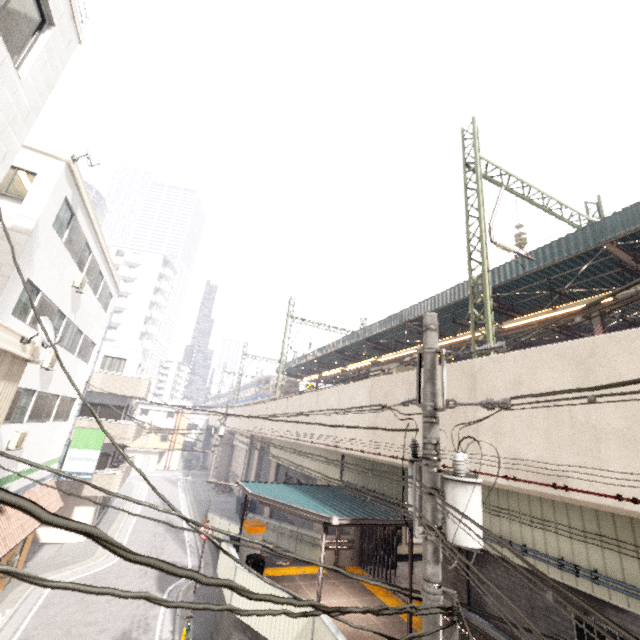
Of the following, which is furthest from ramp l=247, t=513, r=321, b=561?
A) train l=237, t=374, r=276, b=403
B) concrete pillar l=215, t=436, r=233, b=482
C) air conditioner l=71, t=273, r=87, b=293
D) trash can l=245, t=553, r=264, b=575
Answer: concrete pillar l=215, t=436, r=233, b=482

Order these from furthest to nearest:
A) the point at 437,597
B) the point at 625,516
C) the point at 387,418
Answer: the point at 387,418 → the point at 625,516 → the point at 437,597

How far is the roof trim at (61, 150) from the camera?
9.6m

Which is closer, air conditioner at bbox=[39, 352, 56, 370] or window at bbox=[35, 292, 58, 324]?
window at bbox=[35, 292, 58, 324]

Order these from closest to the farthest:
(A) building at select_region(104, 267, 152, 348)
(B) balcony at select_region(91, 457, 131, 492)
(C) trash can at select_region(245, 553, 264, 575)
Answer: (C) trash can at select_region(245, 553, 264, 575) < (B) balcony at select_region(91, 457, 131, 492) < (A) building at select_region(104, 267, 152, 348)

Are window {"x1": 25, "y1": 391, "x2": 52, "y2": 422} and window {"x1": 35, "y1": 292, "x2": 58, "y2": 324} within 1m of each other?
no

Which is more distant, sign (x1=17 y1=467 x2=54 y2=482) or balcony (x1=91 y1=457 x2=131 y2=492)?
balcony (x1=91 y1=457 x2=131 y2=492)

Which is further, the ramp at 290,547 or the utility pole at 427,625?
the ramp at 290,547
